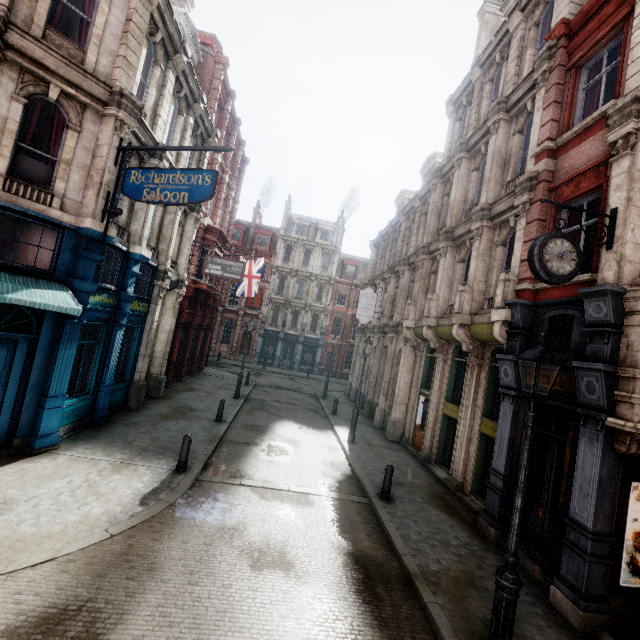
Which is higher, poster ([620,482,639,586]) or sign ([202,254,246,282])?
sign ([202,254,246,282])

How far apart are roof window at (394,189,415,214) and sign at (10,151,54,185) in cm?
2108

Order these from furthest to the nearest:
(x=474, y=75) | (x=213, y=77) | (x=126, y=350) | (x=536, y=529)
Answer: (x=213, y=77) → (x=474, y=75) → (x=126, y=350) → (x=536, y=529)

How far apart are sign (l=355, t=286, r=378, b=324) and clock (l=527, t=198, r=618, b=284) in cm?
1478

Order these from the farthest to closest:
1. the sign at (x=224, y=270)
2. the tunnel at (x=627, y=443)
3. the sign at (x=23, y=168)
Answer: the sign at (x=224, y=270) → the sign at (x=23, y=168) → the tunnel at (x=627, y=443)

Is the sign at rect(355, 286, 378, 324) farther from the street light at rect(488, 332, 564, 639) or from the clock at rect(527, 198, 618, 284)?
the street light at rect(488, 332, 564, 639)

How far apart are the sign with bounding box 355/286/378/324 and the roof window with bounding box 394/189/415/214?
6.2m

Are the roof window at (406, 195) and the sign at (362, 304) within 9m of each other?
yes
